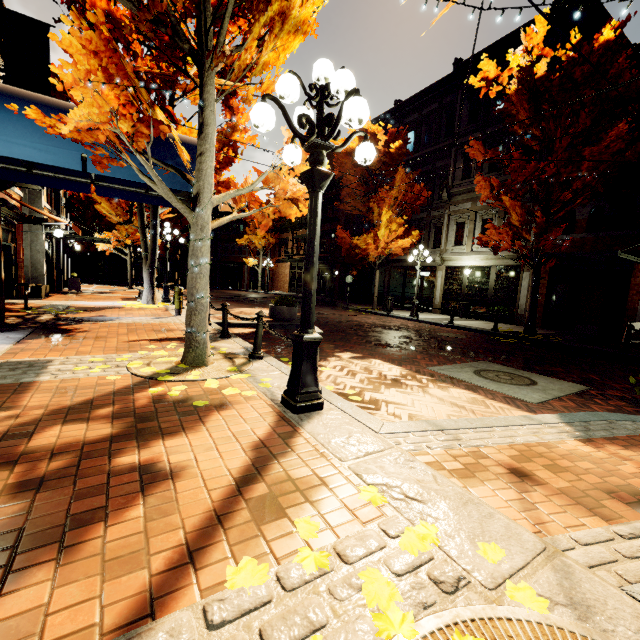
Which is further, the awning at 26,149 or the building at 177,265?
the building at 177,265

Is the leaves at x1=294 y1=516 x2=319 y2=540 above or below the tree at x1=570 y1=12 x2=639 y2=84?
below

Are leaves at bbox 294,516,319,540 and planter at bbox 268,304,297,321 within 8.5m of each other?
no

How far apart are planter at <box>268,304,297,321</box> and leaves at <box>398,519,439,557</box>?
9.4m

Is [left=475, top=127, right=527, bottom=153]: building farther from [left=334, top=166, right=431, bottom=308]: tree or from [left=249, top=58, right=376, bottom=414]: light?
[left=249, top=58, right=376, bottom=414]: light

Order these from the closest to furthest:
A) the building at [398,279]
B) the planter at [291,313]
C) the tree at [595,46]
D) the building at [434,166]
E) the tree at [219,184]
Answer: the tree at [219,184] → the tree at [595,46] → the planter at [291,313] → the building at [434,166] → the building at [398,279]

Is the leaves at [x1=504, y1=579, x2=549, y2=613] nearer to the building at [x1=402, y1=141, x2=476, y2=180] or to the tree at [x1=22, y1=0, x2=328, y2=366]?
the tree at [x1=22, y1=0, x2=328, y2=366]

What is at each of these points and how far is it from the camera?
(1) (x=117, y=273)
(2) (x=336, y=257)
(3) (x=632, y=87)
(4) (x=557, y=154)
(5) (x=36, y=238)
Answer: (1) building, 39.22m
(2) awning, 23.02m
(3) tree, 9.06m
(4) tree, 9.79m
(5) building, 13.88m
